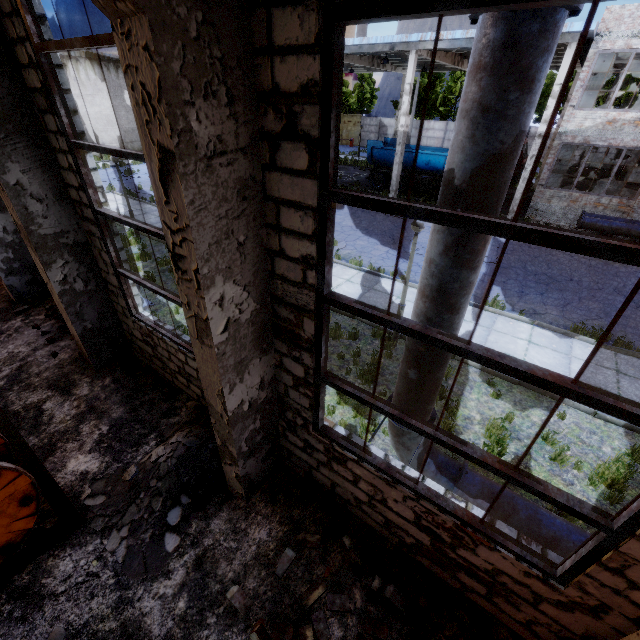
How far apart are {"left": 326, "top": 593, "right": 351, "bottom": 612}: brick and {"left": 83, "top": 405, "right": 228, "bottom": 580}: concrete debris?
1.4 meters

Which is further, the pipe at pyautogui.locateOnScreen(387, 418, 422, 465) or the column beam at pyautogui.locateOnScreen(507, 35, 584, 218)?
the column beam at pyautogui.locateOnScreen(507, 35, 584, 218)

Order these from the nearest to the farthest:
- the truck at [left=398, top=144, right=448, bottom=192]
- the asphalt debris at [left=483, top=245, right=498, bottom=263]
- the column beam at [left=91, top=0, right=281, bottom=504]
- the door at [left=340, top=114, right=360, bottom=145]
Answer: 1. the column beam at [left=91, top=0, right=281, bottom=504]
2. the asphalt debris at [left=483, top=245, right=498, bottom=263]
3. the truck at [left=398, top=144, right=448, bottom=192]
4. the door at [left=340, top=114, right=360, bottom=145]

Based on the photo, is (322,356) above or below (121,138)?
above

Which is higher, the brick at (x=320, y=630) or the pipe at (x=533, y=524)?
the pipe at (x=533, y=524)

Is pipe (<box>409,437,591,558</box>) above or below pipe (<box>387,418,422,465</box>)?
below

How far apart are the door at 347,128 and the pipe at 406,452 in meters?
49.7 m
